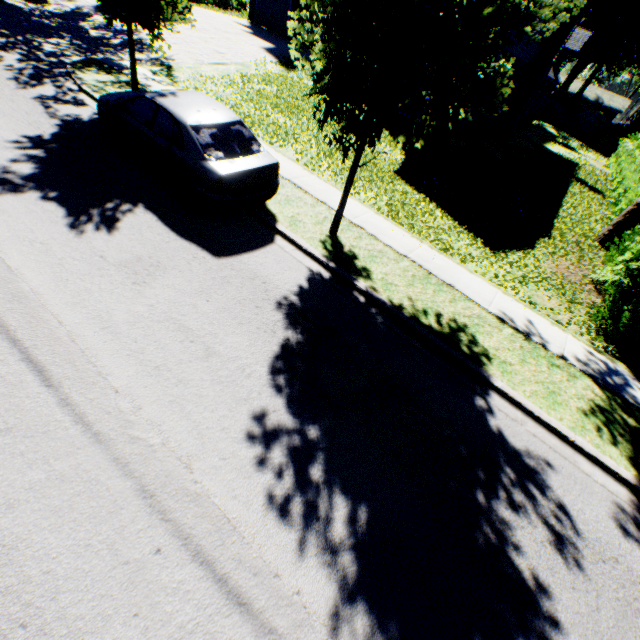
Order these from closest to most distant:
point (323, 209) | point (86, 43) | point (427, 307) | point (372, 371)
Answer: point (372, 371), point (427, 307), point (323, 209), point (86, 43)

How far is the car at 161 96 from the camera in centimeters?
617cm

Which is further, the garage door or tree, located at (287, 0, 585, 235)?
the garage door

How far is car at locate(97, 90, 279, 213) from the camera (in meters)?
6.17

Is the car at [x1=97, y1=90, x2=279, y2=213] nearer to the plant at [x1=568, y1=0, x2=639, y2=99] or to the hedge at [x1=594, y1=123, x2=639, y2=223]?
the hedge at [x1=594, y1=123, x2=639, y2=223]

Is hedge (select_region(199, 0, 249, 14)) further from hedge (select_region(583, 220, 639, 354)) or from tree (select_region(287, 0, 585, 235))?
hedge (select_region(583, 220, 639, 354))

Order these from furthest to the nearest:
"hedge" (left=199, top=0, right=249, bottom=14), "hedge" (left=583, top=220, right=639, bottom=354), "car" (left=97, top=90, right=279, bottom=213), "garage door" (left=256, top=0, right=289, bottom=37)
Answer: "hedge" (left=199, top=0, right=249, bottom=14) < "garage door" (left=256, top=0, right=289, bottom=37) < "hedge" (left=583, top=220, right=639, bottom=354) < "car" (left=97, top=90, right=279, bottom=213)

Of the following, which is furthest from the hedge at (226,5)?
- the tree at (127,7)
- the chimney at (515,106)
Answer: the chimney at (515,106)
